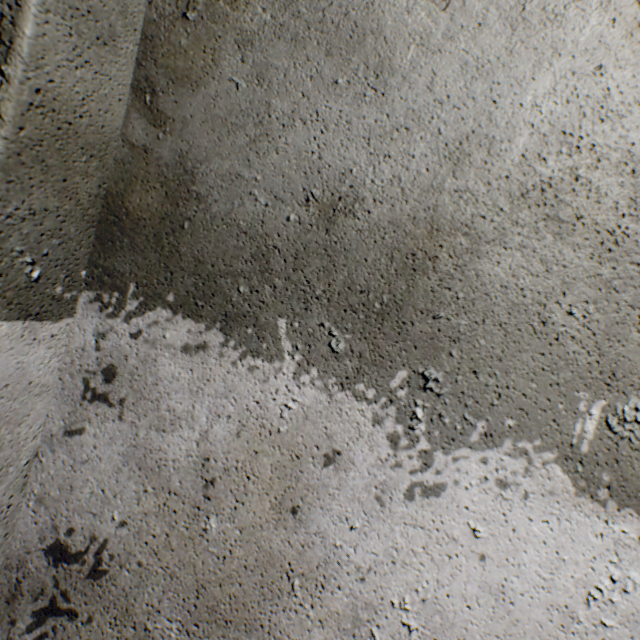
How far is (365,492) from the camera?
0.6m
